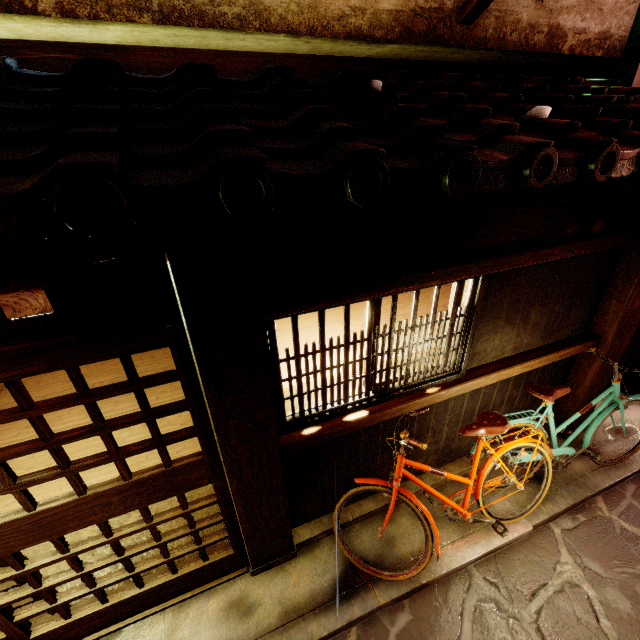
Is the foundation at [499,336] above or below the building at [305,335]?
above

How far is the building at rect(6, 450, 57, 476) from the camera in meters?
7.7 m

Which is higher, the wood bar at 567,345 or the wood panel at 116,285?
the wood panel at 116,285

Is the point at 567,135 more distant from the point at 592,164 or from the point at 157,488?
the point at 157,488

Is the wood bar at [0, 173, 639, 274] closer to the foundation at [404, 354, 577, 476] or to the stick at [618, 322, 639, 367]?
the stick at [618, 322, 639, 367]

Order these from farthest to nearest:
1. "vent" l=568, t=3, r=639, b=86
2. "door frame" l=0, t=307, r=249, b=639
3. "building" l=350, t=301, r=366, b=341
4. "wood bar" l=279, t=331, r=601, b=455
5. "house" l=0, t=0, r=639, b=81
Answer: "building" l=350, t=301, r=366, b=341
"vent" l=568, t=3, r=639, b=86
"wood bar" l=279, t=331, r=601, b=455
"house" l=0, t=0, r=639, b=81
"door frame" l=0, t=307, r=249, b=639

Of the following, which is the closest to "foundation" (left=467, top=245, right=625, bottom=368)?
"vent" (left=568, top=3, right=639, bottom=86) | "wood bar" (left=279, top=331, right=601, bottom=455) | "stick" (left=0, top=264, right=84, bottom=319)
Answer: "wood bar" (left=279, top=331, right=601, bottom=455)

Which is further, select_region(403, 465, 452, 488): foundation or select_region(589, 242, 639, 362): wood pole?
select_region(403, 465, 452, 488): foundation
